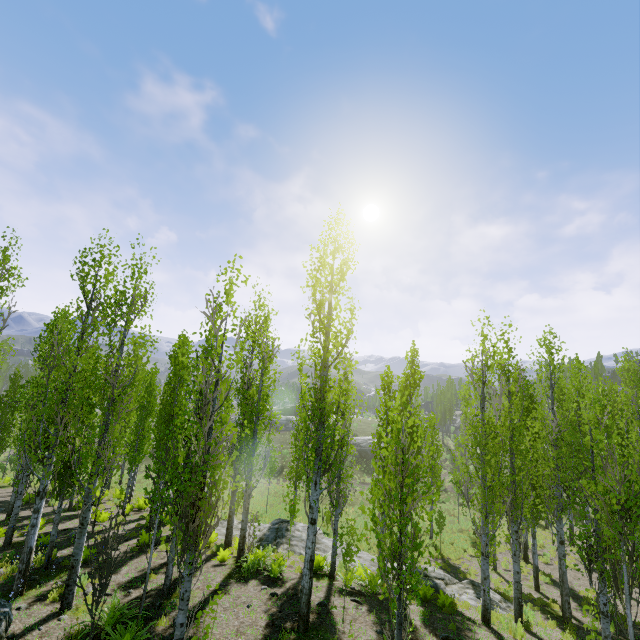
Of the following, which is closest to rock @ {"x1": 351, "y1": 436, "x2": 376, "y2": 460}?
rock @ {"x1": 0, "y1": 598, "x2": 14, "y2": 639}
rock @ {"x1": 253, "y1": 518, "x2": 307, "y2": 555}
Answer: rock @ {"x1": 253, "y1": 518, "x2": 307, "y2": 555}

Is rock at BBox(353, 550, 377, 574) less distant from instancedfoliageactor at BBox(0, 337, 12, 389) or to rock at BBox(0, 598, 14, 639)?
instancedfoliageactor at BBox(0, 337, 12, 389)

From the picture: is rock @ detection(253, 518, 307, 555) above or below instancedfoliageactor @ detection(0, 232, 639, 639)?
below

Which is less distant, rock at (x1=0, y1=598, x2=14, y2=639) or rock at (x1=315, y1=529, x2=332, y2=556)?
rock at (x1=0, y1=598, x2=14, y2=639)

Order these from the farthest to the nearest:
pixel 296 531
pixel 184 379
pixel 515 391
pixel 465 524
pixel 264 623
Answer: pixel 465 524 → pixel 515 391 → pixel 184 379 → pixel 296 531 → pixel 264 623

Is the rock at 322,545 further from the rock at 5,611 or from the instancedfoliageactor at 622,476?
the rock at 5,611

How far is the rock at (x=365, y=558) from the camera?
14.4m
